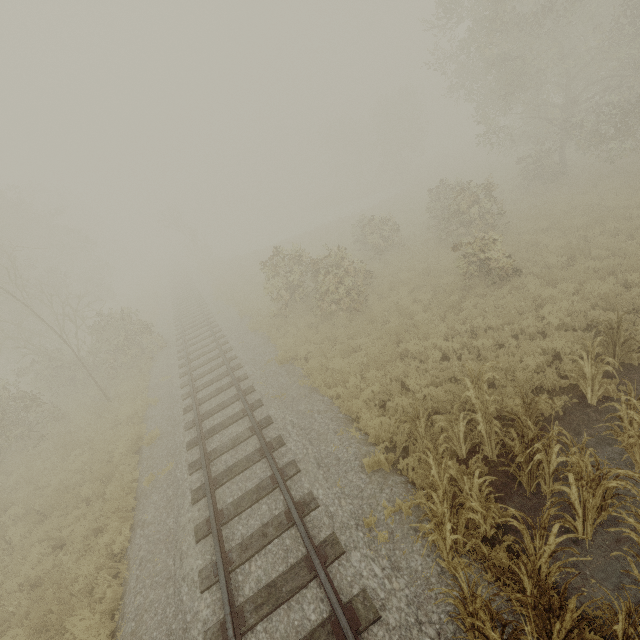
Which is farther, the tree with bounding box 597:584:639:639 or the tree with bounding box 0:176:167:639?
the tree with bounding box 0:176:167:639

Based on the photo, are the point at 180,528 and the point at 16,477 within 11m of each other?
yes

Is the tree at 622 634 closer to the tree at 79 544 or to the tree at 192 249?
the tree at 79 544

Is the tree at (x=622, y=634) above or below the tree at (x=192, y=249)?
below

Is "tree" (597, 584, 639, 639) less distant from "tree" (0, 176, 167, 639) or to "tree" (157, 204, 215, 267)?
"tree" (0, 176, 167, 639)

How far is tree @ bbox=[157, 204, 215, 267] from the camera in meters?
40.2

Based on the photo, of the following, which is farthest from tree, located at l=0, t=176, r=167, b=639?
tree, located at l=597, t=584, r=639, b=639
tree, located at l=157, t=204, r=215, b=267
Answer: tree, located at l=157, t=204, r=215, b=267
